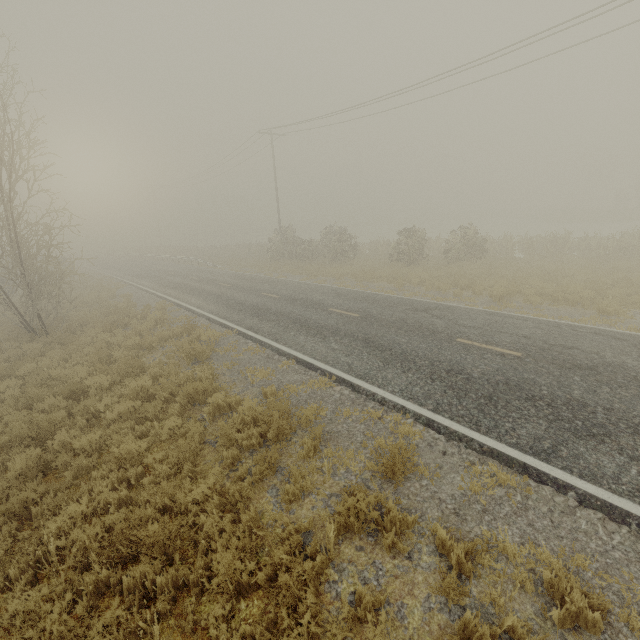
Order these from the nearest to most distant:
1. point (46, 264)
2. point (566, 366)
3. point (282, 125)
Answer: point (566, 366), point (46, 264), point (282, 125)
